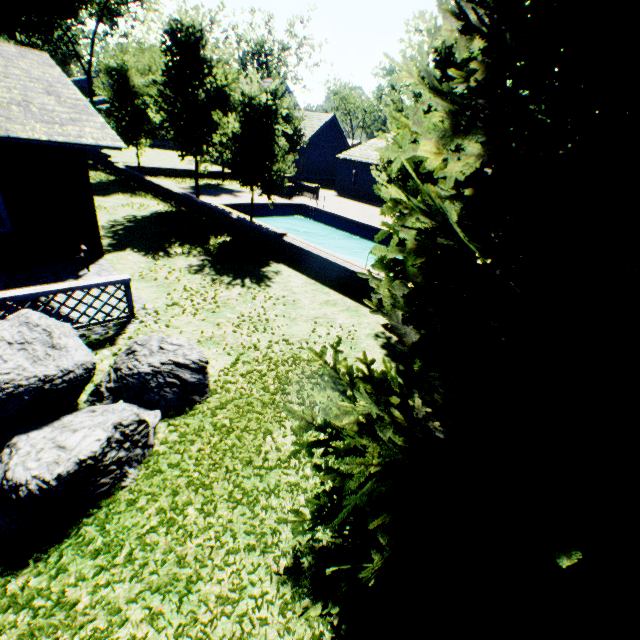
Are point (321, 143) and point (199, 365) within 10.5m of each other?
no

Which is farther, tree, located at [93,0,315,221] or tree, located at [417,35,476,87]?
tree, located at [93,0,315,221]

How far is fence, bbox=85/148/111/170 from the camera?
25.6 meters

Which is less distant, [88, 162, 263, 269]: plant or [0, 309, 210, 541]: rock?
A: [0, 309, 210, 541]: rock

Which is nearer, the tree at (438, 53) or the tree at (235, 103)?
the tree at (438, 53)

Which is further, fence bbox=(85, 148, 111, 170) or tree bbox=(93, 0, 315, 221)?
fence bbox=(85, 148, 111, 170)

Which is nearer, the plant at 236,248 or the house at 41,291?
the house at 41,291

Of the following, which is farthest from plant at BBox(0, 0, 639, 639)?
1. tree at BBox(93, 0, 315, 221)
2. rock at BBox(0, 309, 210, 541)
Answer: tree at BBox(93, 0, 315, 221)
